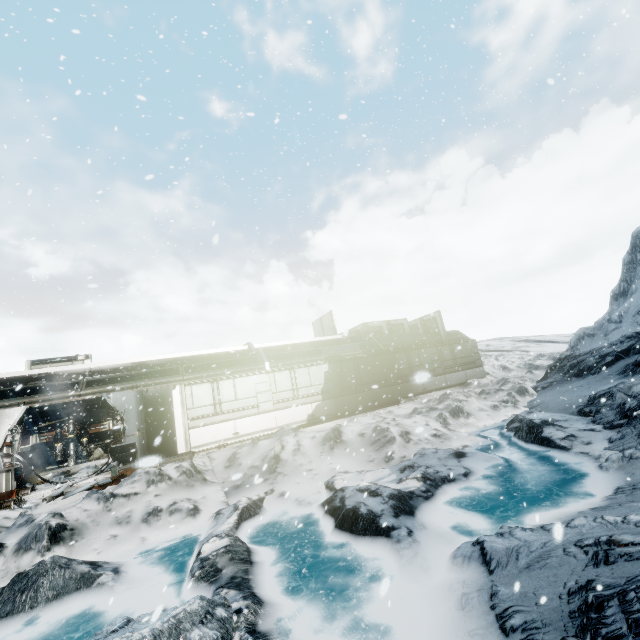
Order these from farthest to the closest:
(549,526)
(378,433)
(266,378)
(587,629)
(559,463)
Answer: (266,378), (378,433), (559,463), (549,526), (587,629)

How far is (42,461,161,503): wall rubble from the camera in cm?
952

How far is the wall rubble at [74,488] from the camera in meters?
9.5 m
